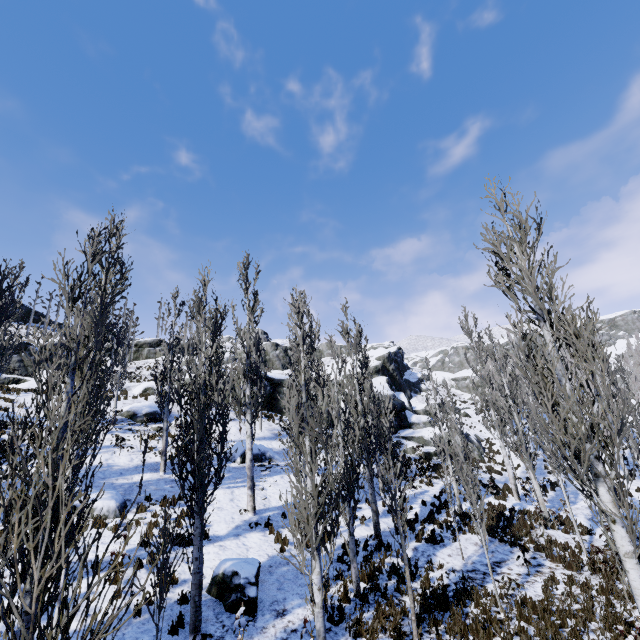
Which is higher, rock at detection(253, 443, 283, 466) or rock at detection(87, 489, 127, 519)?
rock at detection(253, 443, 283, 466)

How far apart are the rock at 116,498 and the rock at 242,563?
5.0 meters

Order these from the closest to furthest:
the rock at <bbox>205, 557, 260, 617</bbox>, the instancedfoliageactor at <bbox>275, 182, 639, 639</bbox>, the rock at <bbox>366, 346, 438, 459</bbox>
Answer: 1. the instancedfoliageactor at <bbox>275, 182, 639, 639</bbox>
2. the rock at <bbox>205, 557, 260, 617</bbox>
3. the rock at <bbox>366, 346, 438, 459</bbox>

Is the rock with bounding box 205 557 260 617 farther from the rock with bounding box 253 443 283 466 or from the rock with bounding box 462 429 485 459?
the rock with bounding box 462 429 485 459

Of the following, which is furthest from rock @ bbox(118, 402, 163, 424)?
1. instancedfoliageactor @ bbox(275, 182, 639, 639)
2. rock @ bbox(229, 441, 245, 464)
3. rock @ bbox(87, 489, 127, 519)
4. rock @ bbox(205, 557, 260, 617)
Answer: rock @ bbox(205, 557, 260, 617)

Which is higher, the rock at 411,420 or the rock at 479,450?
the rock at 411,420

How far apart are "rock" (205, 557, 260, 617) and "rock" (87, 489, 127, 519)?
5.0m

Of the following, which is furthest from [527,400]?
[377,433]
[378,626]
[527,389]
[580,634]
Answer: [378,626]
